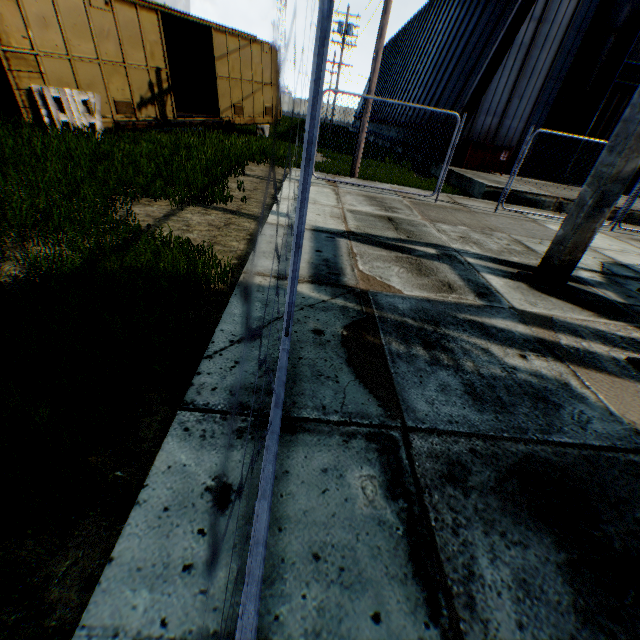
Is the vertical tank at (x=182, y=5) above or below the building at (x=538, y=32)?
above

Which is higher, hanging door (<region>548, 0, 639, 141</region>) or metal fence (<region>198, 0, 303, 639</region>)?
hanging door (<region>548, 0, 639, 141</region>)

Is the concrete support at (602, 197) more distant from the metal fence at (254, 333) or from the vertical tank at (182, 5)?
the vertical tank at (182, 5)

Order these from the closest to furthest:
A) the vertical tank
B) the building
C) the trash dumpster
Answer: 1. the building
2. the trash dumpster
3. the vertical tank

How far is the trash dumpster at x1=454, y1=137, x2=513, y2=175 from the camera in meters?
14.5 m

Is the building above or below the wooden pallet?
above

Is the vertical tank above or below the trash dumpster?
above

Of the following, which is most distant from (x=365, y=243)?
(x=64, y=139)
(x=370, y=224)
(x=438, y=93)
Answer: (x=438, y=93)
